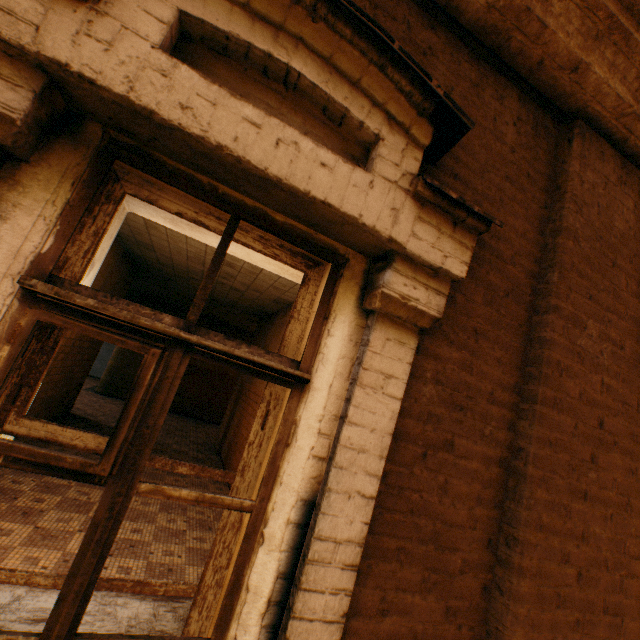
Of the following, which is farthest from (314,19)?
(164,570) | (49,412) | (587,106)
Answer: (49,412)
